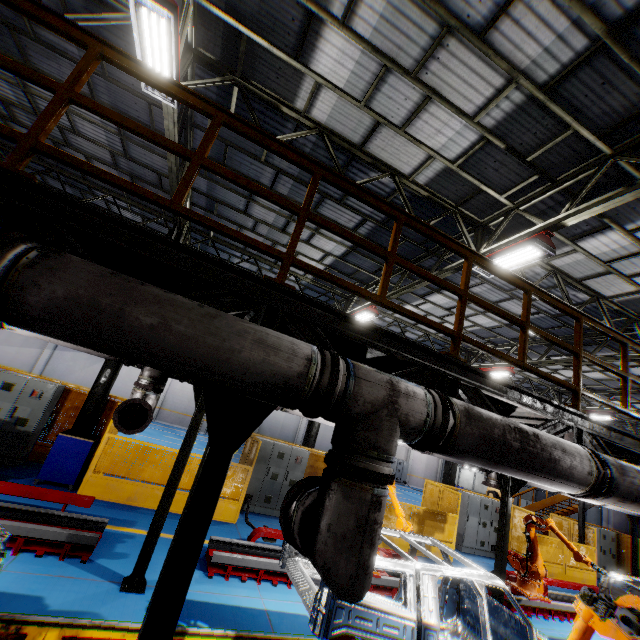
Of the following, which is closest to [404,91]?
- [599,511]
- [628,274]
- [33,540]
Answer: [628,274]

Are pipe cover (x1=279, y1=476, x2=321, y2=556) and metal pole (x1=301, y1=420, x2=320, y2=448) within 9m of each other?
no

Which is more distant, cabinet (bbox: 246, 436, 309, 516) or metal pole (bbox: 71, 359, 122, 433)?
cabinet (bbox: 246, 436, 309, 516)

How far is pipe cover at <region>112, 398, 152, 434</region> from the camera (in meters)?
5.30

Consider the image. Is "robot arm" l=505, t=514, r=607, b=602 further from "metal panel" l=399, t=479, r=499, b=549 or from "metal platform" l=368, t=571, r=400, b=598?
"metal panel" l=399, t=479, r=499, b=549

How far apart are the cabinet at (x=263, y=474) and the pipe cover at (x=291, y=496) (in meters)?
8.47

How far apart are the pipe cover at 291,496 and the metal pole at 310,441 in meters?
10.7

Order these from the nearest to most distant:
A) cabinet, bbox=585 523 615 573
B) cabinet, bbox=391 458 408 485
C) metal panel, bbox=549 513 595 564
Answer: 1. metal panel, bbox=549 513 595 564
2. cabinet, bbox=585 523 615 573
3. cabinet, bbox=391 458 408 485
